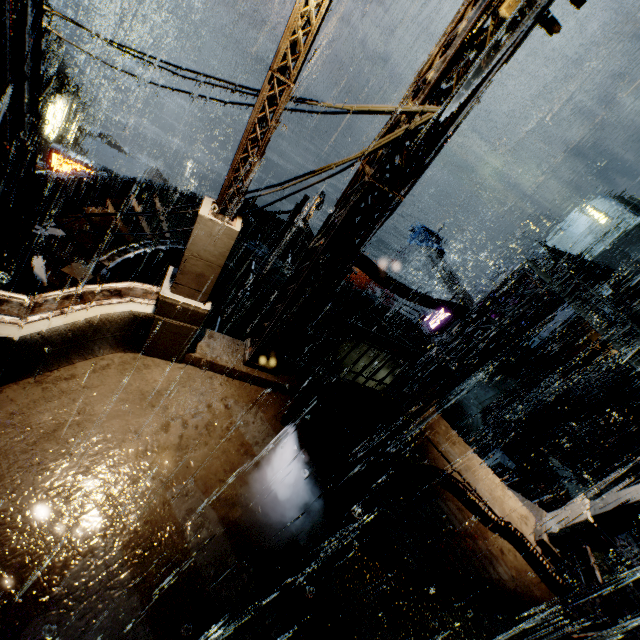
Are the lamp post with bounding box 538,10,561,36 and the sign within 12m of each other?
no

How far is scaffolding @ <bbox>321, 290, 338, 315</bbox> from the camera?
10.29m

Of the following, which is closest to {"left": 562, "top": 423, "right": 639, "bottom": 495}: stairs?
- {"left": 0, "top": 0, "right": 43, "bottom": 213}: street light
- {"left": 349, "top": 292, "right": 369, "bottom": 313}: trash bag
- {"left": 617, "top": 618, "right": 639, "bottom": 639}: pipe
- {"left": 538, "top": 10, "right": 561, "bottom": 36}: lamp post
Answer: {"left": 617, "top": 618, "right": 639, "bottom": 639}: pipe

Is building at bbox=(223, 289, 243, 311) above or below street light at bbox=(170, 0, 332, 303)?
below

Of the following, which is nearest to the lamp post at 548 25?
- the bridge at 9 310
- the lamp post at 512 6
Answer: the lamp post at 512 6

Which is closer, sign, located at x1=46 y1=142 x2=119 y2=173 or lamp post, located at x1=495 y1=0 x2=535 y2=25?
lamp post, located at x1=495 y1=0 x2=535 y2=25

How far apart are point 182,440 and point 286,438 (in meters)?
2.15

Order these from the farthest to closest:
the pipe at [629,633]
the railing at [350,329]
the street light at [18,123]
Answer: the pipe at [629,633], the railing at [350,329], the street light at [18,123]
